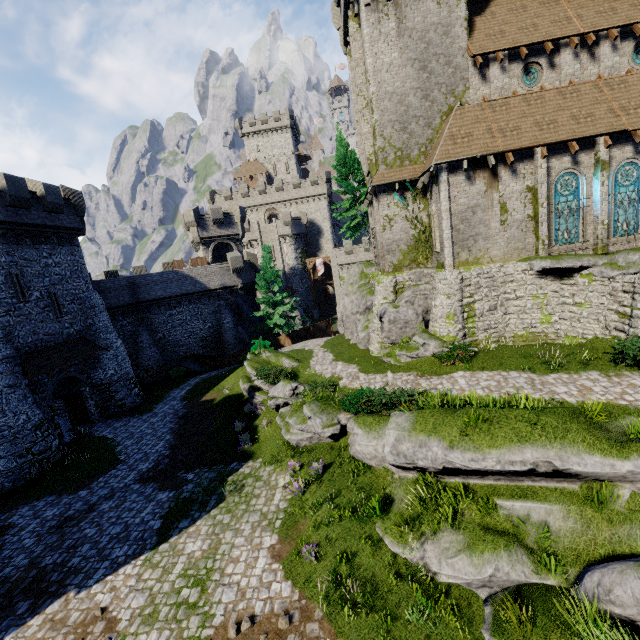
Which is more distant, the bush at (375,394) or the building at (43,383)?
the building at (43,383)

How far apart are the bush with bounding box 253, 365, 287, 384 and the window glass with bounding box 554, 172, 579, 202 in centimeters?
1665cm

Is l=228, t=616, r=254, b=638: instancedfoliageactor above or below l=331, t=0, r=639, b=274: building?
below

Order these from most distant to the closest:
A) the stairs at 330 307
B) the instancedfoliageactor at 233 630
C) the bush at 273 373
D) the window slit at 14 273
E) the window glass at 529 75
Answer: the stairs at 330 307 → the bush at 273 373 → the window slit at 14 273 → the window glass at 529 75 → the instancedfoliageactor at 233 630

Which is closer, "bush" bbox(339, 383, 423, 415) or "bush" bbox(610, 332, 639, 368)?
"bush" bbox(610, 332, 639, 368)

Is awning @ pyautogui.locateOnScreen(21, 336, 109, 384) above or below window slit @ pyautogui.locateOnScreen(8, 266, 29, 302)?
below

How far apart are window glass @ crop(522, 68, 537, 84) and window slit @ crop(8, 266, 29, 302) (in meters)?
32.34

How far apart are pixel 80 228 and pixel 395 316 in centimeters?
2426cm
